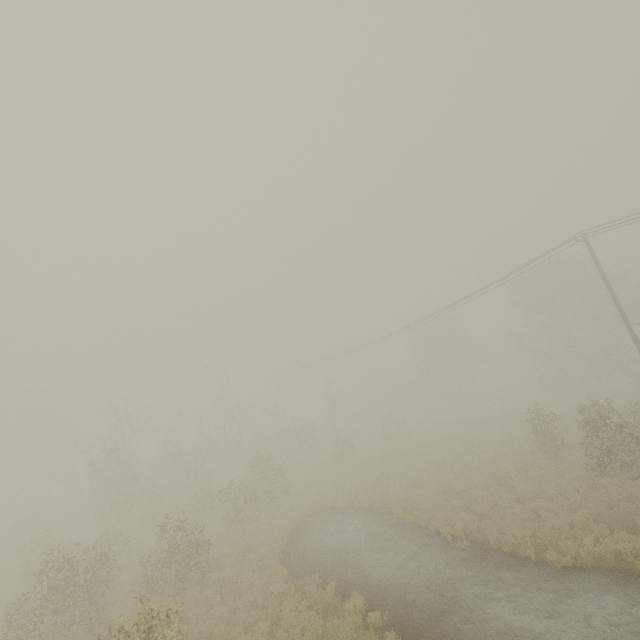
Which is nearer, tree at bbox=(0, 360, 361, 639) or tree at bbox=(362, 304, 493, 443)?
tree at bbox=(0, 360, 361, 639)

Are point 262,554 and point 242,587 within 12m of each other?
yes

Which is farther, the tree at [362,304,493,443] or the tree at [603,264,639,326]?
the tree at [362,304,493,443]

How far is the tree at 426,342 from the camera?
38.2 meters

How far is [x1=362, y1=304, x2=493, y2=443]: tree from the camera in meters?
38.2 m

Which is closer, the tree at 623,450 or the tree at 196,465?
the tree at 196,465

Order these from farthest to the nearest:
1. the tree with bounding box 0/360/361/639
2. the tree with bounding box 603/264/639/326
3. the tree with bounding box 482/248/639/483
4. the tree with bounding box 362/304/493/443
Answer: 1. the tree with bounding box 362/304/493/443
2. the tree with bounding box 603/264/639/326
3. the tree with bounding box 482/248/639/483
4. the tree with bounding box 0/360/361/639
